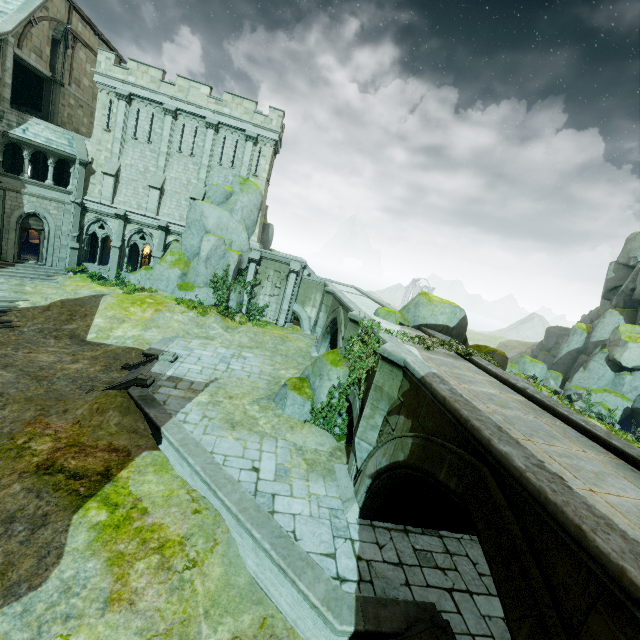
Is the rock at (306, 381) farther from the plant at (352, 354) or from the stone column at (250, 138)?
the stone column at (250, 138)

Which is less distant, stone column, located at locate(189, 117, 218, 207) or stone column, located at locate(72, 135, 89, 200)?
stone column, located at locate(72, 135, 89, 200)

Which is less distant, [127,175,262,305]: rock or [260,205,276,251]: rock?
[127,175,262,305]: rock

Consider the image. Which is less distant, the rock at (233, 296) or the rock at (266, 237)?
the rock at (233, 296)

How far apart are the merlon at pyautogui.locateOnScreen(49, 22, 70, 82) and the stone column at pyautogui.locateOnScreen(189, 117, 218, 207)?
11.7 meters

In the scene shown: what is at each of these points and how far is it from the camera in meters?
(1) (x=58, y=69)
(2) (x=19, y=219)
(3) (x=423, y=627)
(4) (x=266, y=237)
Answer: (1) merlon, 24.8
(2) window, 22.9
(3) stair, 6.7
(4) rock, 31.0

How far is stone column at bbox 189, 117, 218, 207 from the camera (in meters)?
25.00

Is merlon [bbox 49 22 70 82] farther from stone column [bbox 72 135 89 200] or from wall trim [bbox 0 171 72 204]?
wall trim [bbox 0 171 72 204]
